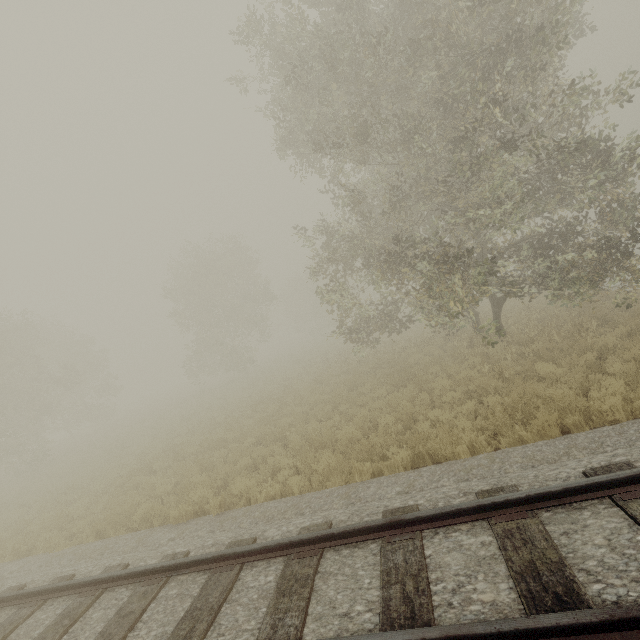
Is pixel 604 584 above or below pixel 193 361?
below
